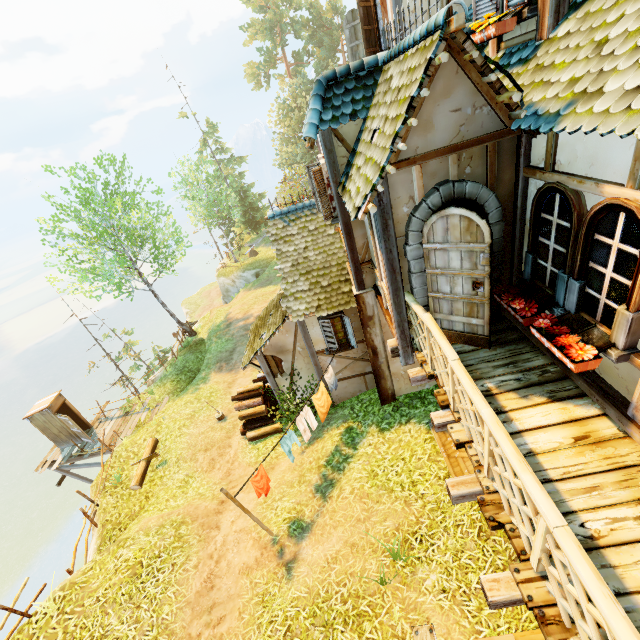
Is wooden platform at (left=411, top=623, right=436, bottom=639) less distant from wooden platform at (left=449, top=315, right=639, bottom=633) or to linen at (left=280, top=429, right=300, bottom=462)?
wooden platform at (left=449, top=315, right=639, bottom=633)

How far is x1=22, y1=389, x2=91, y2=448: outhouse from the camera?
15.4m

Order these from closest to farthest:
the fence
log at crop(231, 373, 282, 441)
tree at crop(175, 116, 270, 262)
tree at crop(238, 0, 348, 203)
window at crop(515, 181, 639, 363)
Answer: the fence → window at crop(515, 181, 639, 363) → log at crop(231, 373, 282, 441) → tree at crop(175, 116, 270, 262) → tree at crop(238, 0, 348, 203)

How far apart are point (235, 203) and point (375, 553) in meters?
37.6

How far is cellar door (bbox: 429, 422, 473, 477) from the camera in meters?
7.4 m

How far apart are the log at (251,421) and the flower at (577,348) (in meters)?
9.21

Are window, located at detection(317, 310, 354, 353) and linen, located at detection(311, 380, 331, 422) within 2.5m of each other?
yes

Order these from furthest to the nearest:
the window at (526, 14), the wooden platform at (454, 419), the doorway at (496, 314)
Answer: the doorway at (496, 314), the window at (526, 14), the wooden platform at (454, 419)
